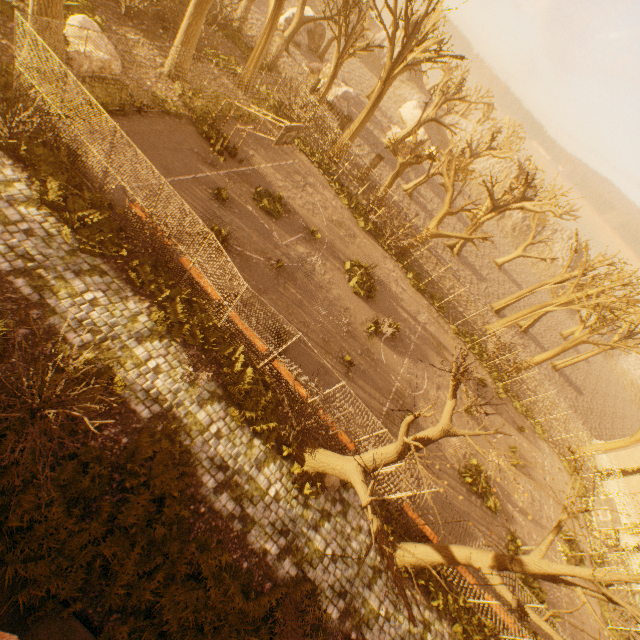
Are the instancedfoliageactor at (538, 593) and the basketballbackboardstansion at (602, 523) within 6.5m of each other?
yes

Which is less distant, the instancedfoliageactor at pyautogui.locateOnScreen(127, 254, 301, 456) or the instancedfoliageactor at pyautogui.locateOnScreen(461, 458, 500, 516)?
the instancedfoliageactor at pyautogui.locateOnScreen(127, 254, 301, 456)

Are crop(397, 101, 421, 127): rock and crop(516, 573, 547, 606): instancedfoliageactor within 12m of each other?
no

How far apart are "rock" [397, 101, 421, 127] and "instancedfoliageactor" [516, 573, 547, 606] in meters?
56.5

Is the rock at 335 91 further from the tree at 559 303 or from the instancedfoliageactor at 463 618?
the instancedfoliageactor at 463 618

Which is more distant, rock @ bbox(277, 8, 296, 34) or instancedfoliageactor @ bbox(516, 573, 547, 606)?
rock @ bbox(277, 8, 296, 34)

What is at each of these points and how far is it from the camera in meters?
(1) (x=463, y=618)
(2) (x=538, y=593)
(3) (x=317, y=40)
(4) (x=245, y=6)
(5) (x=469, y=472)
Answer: (1) instancedfoliageactor, 12.0 m
(2) instancedfoliageactor, 15.4 m
(3) rock, 38.3 m
(4) fence column, 25.5 m
(5) instancedfoliageactor, 16.2 m

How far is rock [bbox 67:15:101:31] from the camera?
13.3m
